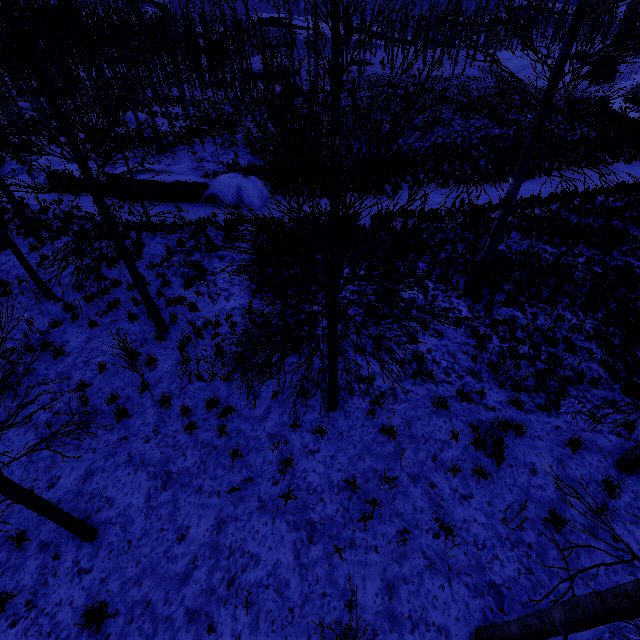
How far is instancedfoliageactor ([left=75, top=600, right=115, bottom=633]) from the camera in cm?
462

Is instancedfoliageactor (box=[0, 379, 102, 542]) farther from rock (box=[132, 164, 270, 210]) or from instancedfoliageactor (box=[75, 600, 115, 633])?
rock (box=[132, 164, 270, 210])

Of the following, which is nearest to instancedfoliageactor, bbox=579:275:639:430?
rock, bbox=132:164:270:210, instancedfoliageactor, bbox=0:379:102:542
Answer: instancedfoliageactor, bbox=0:379:102:542

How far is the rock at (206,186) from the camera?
17.0m

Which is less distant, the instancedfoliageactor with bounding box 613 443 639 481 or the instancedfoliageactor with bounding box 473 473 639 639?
the instancedfoliageactor with bounding box 473 473 639 639

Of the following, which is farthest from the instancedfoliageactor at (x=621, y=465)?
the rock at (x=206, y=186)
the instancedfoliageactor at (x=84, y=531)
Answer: the rock at (x=206, y=186)

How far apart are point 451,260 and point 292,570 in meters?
10.5
